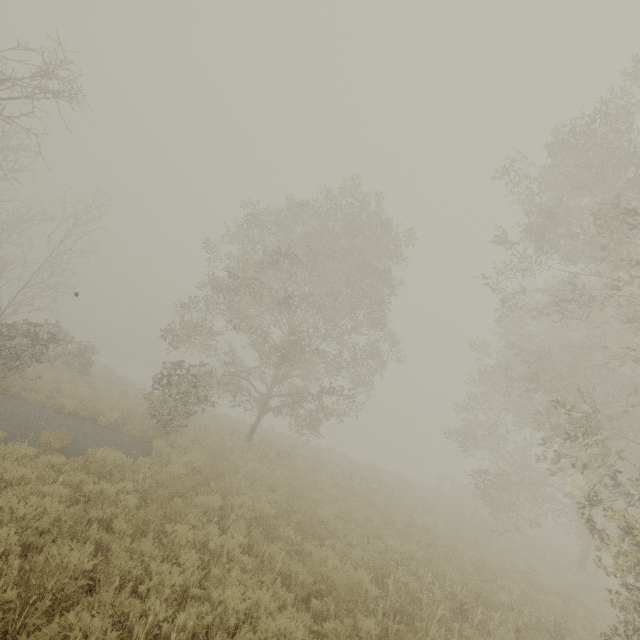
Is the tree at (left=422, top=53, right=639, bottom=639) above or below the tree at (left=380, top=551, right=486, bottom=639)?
above

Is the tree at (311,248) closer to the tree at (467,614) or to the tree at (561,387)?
the tree at (467,614)

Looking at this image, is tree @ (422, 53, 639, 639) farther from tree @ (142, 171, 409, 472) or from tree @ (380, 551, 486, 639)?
tree @ (380, 551, 486, 639)

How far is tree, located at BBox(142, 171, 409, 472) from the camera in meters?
14.0 m

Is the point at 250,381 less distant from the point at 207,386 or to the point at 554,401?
the point at 207,386

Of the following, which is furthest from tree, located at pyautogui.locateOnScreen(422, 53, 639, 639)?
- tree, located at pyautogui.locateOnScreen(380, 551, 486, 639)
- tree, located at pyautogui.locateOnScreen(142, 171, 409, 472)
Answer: tree, located at pyautogui.locateOnScreen(380, 551, 486, 639)

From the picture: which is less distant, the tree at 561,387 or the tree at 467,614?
the tree at 467,614

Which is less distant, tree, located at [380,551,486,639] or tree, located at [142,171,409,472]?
tree, located at [380,551,486,639]
